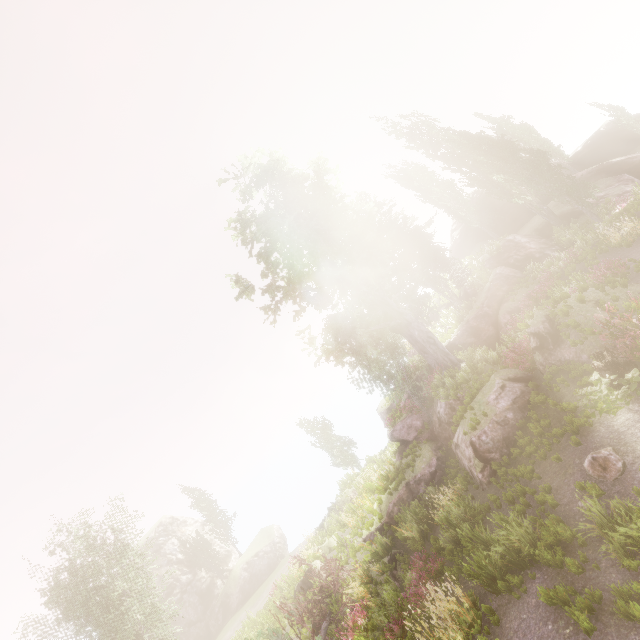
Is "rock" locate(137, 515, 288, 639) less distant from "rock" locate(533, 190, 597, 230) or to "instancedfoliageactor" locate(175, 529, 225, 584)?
"instancedfoliageactor" locate(175, 529, 225, 584)

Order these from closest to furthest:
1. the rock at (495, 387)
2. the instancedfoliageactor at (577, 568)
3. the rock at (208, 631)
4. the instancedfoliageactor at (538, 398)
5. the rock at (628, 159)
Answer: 1. the instancedfoliageactor at (577, 568)
2. the instancedfoliageactor at (538, 398)
3. the rock at (495, 387)
4. the rock at (628, 159)
5. the rock at (208, 631)

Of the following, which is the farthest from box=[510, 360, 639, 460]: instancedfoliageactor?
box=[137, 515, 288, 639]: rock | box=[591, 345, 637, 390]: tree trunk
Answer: box=[591, 345, 637, 390]: tree trunk

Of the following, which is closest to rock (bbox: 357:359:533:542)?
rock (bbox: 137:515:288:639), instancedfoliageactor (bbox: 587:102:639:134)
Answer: instancedfoliageactor (bbox: 587:102:639:134)

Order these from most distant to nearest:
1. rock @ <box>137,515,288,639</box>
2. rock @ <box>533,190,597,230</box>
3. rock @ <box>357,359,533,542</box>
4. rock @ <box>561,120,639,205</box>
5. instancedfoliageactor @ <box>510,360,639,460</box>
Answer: rock @ <box>137,515,288,639</box>, rock @ <box>561,120,639,205</box>, rock @ <box>533,190,597,230</box>, rock @ <box>357,359,533,542</box>, instancedfoliageactor @ <box>510,360,639,460</box>

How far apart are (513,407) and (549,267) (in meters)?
12.29

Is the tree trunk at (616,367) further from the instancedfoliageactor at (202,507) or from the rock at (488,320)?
the instancedfoliageactor at (202,507)
